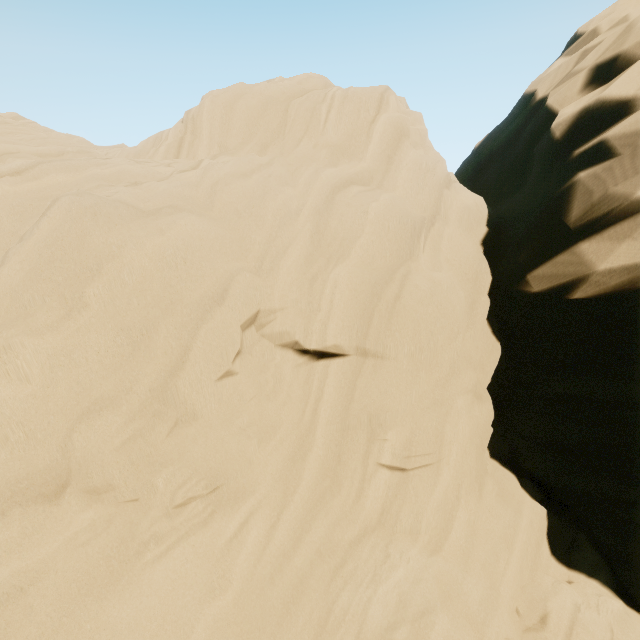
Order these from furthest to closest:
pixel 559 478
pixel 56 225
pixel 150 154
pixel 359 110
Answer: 1. pixel 150 154
2. pixel 559 478
3. pixel 359 110
4. pixel 56 225
